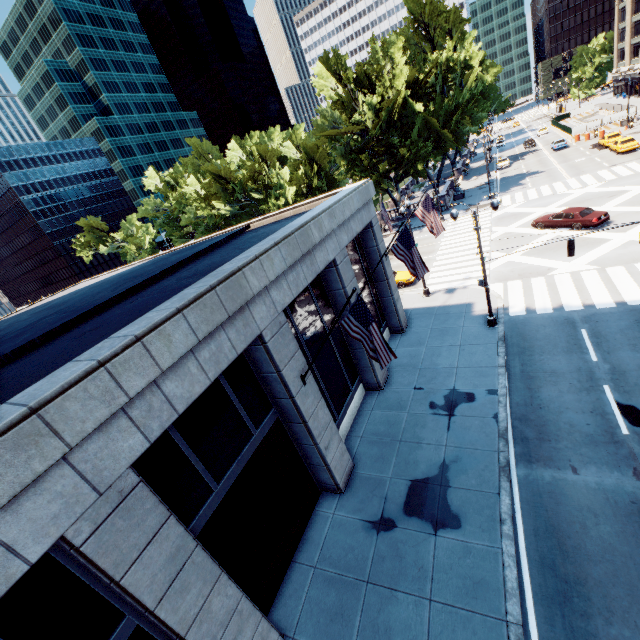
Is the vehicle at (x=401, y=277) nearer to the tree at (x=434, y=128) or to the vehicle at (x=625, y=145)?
the tree at (x=434, y=128)

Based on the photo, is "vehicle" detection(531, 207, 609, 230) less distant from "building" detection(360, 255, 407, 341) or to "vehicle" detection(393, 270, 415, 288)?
"vehicle" detection(393, 270, 415, 288)

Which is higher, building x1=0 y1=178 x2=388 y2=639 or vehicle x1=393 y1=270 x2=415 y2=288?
building x1=0 y1=178 x2=388 y2=639

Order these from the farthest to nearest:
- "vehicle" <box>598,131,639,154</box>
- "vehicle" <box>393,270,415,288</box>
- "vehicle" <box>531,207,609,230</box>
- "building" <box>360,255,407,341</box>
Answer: "vehicle" <box>598,131,639,154</box> → "vehicle" <box>393,270,415,288</box> → "vehicle" <box>531,207,609,230</box> → "building" <box>360,255,407,341</box>

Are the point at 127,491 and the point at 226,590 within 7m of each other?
yes

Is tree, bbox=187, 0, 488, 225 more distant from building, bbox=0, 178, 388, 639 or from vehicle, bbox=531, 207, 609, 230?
building, bbox=0, 178, 388, 639

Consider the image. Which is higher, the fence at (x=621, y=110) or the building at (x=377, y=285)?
the fence at (x=621, y=110)

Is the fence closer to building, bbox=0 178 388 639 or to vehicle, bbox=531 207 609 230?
vehicle, bbox=531 207 609 230
